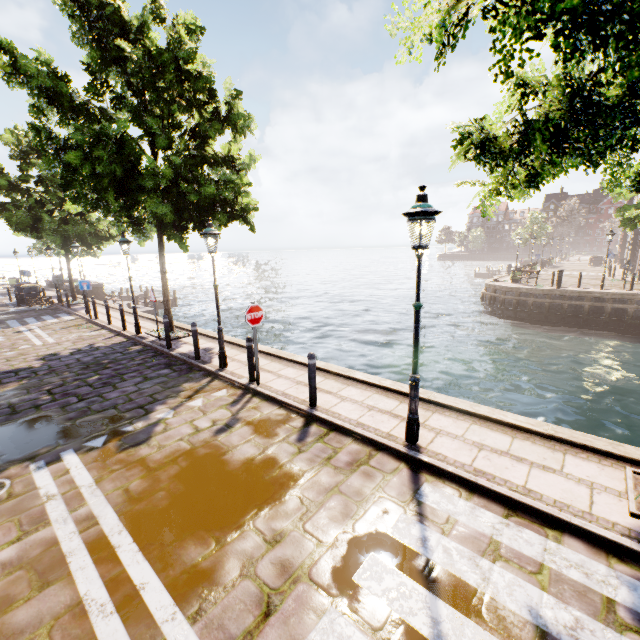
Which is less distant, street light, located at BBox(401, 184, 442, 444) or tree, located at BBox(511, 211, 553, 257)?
street light, located at BBox(401, 184, 442, 444)

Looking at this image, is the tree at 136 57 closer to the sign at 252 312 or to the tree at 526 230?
the sign at 252 312

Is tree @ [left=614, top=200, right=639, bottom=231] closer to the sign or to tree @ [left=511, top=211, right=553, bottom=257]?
the sign

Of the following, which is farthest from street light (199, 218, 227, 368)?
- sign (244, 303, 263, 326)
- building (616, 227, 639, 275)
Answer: building (616, 227, 639, 275)

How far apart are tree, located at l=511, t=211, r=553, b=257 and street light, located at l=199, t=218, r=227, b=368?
52.8 meters

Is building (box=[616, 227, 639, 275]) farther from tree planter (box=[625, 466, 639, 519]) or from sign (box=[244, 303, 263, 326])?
sign (box=[244, 303, 263, 326])

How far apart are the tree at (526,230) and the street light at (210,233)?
52.8 meters

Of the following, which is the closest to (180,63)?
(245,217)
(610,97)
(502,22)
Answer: (245,217)
